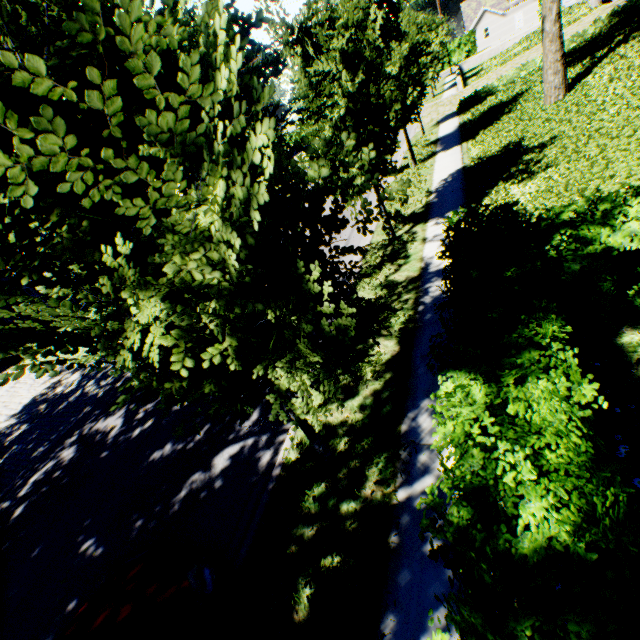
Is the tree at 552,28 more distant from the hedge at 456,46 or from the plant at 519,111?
the hedge at 456,46

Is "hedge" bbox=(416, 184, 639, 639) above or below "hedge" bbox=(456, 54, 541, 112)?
above

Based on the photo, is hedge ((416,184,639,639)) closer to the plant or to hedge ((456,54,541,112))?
the plant

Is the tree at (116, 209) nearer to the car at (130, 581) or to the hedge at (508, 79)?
the car at (130, 581)

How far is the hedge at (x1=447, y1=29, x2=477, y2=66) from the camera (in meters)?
52.00

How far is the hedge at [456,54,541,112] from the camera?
19.4 meters

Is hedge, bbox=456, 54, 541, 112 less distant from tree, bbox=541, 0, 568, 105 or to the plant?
tree, bbox=541, 0, 568, 105

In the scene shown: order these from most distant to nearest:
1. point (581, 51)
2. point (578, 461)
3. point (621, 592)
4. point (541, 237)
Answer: point (581, 51)
point (541, 237)
point (578, 461)
point (621, 592)
